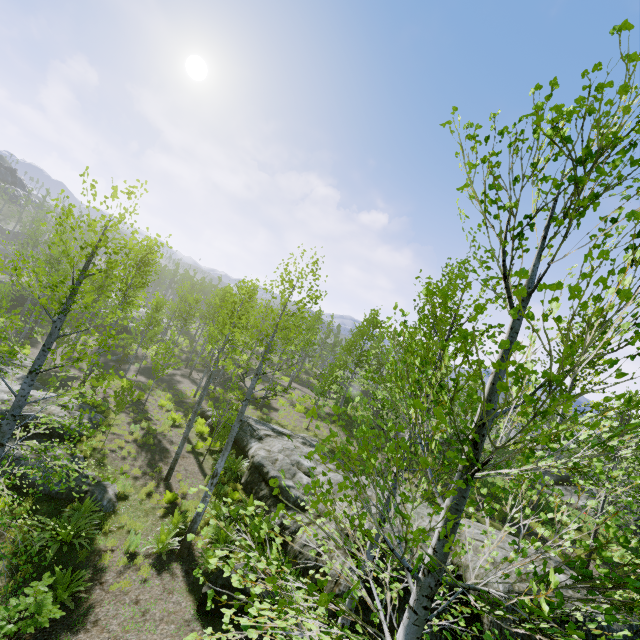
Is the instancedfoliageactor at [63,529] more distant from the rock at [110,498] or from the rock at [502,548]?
the rock at [110,498]

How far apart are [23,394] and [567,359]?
8.6 meters

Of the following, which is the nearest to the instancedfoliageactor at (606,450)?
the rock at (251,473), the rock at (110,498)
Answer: the rock at (251,473)

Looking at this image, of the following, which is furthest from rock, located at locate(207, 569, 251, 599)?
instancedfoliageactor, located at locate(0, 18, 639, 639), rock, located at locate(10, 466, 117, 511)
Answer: rock, located at locate(10, 466, 117, 511)

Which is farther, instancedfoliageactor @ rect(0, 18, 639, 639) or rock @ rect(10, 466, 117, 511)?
rock @ rect(10, 466, 117, 511)

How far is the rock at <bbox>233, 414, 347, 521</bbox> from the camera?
11.6 meters
